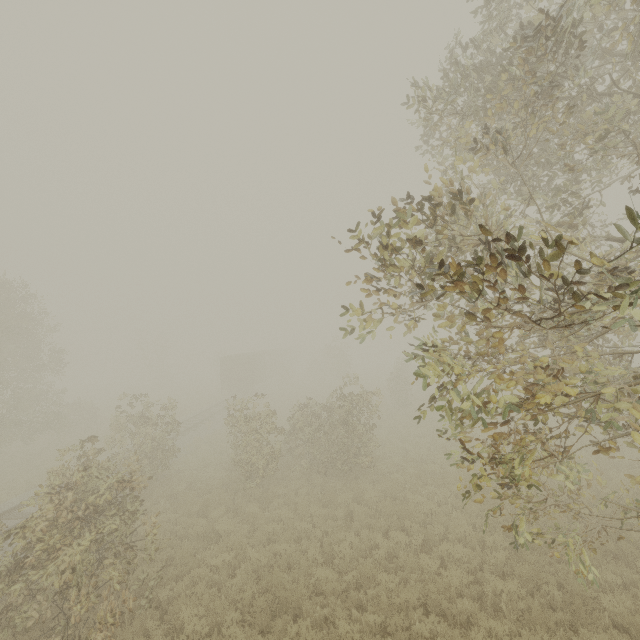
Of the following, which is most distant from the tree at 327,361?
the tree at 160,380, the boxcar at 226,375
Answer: the tree at 160,380

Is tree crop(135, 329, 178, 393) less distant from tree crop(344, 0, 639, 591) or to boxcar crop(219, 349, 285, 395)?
tree crop(344, 0, 639, 591)

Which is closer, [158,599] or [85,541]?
[85,541]

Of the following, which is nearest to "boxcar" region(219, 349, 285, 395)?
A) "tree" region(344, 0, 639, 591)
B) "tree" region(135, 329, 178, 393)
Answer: "tree" region(344, 0, 639, 591)

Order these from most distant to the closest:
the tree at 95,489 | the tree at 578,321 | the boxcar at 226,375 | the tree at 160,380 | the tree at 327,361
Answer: the tree at 160,380, the boxcar at 226,375, the tree at 327,361, the tree at 95,489, the tree at 578,321

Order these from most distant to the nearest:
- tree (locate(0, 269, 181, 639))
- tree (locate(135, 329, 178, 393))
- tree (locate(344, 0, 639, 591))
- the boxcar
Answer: tree (locate(135, 329, 178, 393)), the boxcar, tree (locate(0, 269, 181, 639)), tree (locate(344, 0, 639, 591))

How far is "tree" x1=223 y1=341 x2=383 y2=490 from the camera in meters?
14.0
